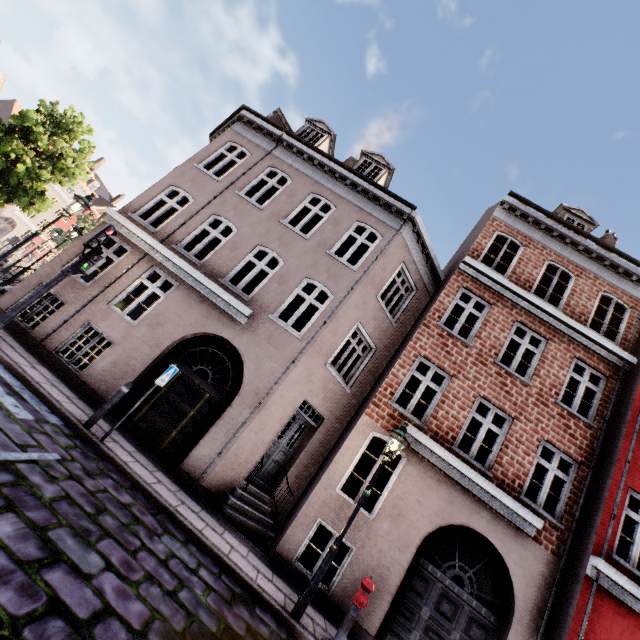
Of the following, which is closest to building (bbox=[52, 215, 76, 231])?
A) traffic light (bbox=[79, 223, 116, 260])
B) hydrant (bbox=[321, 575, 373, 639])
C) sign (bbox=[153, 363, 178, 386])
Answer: traffic light (bbox=[79, 223, 116, 260])

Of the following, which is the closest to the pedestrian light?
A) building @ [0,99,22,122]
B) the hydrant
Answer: the hydrant

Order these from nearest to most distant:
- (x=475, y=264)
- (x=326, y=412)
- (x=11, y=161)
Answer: (x=326, y=412) < (x=475, y=264) < (x=11, y=161)

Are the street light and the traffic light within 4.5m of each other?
no

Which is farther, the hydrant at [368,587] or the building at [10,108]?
the building at [10,108]

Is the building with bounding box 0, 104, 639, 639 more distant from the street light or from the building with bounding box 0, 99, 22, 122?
the building with bounding box 0, 99, 22, 122

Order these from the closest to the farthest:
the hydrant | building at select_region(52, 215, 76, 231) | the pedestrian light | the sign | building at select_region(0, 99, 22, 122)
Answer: the hydrant
the sign
the pedestrian light
building at select_region(0, 99, 22, 122)
building at select_region(52, 215, 76, 231)

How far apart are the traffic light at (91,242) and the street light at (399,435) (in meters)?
8.05
